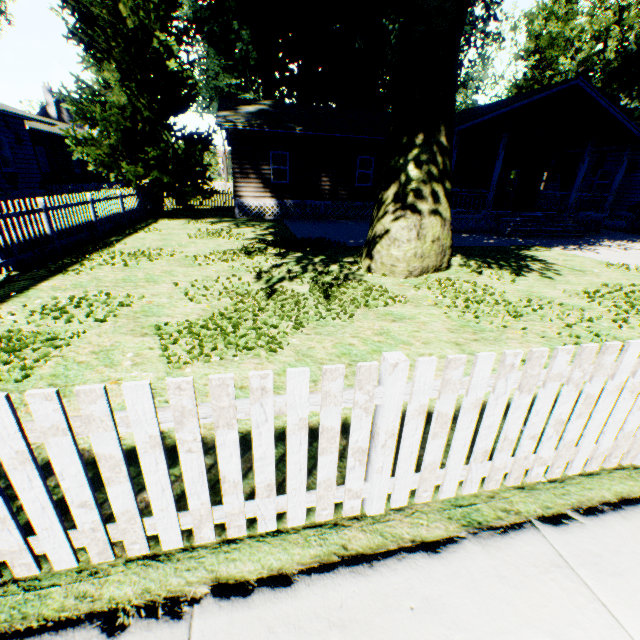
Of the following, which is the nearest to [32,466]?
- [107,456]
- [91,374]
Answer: [107,456]

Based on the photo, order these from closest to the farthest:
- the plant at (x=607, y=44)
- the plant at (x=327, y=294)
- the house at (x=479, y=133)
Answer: the plant at (x=327, y=294)
the house at (x=479, y=133)
the plant at (x=607, y=44)

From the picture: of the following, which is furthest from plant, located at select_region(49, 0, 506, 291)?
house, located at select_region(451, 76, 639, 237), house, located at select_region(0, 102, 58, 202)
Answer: house, located at select_region(0, 102, 58, 202)

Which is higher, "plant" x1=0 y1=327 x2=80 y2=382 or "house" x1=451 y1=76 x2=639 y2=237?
"house" x1=451 y1=76 x2=639 y2=237

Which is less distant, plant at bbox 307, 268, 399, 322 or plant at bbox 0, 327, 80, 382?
plant at bbox 0, 327, 80, 382

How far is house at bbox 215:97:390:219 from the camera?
17.0m

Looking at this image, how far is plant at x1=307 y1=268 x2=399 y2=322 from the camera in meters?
5.8

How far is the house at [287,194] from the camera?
17.0 meters
